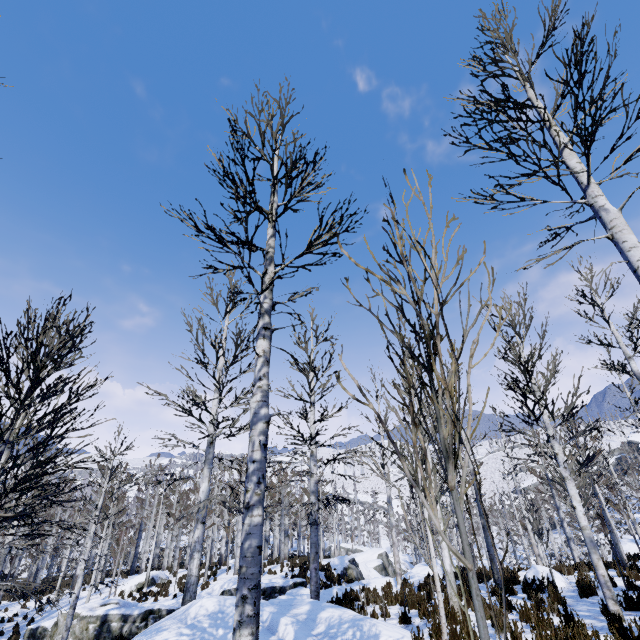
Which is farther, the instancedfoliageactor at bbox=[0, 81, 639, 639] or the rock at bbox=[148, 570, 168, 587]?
the rock at bbox=[148, 570, 168, 587]

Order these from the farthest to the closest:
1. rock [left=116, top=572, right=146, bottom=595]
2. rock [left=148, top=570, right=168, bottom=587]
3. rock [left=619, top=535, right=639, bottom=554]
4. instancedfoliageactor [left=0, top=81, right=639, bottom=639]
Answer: rock [left=148, top=570, right=168, bottom=587]
rock [left=116, top=572, right=146, bottom=595]
rock [left=619, top=535, right=639, bottom=554]
instancedfoliageactor [left=0, top=81, right=639, bottom=639]

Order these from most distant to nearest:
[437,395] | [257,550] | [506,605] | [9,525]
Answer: [9,525], [437,395], [506,605], [257,550]

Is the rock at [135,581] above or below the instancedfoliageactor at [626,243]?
below

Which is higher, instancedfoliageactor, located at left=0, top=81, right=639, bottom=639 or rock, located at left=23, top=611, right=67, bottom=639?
instancedfoliageactor, located at left=0, top=81, right=639, bottom=639

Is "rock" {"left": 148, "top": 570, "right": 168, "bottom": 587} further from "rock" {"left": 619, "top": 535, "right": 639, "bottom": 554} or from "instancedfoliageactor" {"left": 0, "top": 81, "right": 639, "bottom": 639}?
"rock" {"left": 619, "top": 535, "right": 639, "bottom": 554}

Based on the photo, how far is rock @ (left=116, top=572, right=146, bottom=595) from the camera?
22.5m

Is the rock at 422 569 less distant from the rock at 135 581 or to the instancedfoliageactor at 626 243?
the instancedfoliageactor at 626 243
